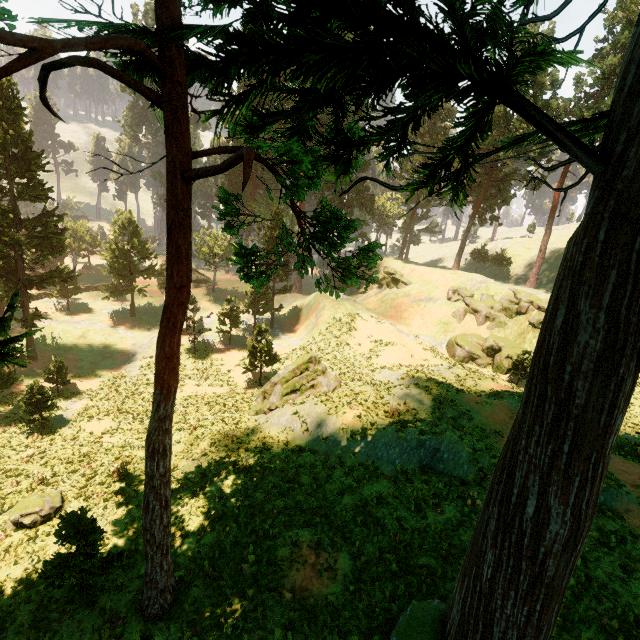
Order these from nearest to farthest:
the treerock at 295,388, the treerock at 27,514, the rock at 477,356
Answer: the treerock at 27,514 → the treerock at 295,388 → the rock at 477,356

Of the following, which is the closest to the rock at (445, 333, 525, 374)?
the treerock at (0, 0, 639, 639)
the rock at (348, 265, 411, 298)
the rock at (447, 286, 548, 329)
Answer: the rock at (447, 286, 548, 329)

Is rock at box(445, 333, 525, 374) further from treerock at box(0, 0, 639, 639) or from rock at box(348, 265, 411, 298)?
treerock at box(0, 0, 639, 639)

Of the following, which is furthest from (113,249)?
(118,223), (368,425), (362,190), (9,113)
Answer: (362,190)

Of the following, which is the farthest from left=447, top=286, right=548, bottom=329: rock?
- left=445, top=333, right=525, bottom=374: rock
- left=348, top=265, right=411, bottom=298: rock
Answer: left=348, top=265, right=411, bottom=298: rock

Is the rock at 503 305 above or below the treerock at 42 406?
above

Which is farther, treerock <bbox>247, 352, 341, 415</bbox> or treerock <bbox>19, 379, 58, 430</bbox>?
treerock <bbox>247, 352, 341, 415</bbox>
